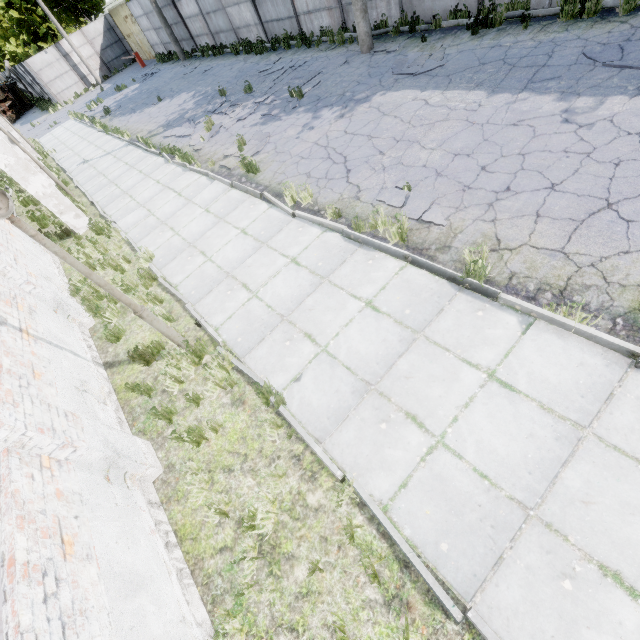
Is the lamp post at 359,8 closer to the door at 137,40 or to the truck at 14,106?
the door at 137,40

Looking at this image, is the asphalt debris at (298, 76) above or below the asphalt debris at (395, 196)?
above

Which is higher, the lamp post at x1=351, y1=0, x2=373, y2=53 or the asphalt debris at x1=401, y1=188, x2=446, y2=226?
the lamp post at x1=351, y1=0, x2=373, y2=53

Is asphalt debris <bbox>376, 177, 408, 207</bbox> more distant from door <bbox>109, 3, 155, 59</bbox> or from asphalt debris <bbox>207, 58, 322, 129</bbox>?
door <bbox>109, 3, 155, 59</bbox>

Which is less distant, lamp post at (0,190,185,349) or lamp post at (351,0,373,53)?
lamp post at (0,190,185,349)

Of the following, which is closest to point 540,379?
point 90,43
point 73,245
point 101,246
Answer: point 101,246

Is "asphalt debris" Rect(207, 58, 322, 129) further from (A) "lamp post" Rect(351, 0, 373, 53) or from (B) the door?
(B) the door

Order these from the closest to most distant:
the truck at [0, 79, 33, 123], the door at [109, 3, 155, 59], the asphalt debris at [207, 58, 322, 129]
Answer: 1. the asphalt debris at [207, 58, 322, 129]
2. the door at [109, 3, 155, 59]
3. the truck at [0, 79, 33, 123]
